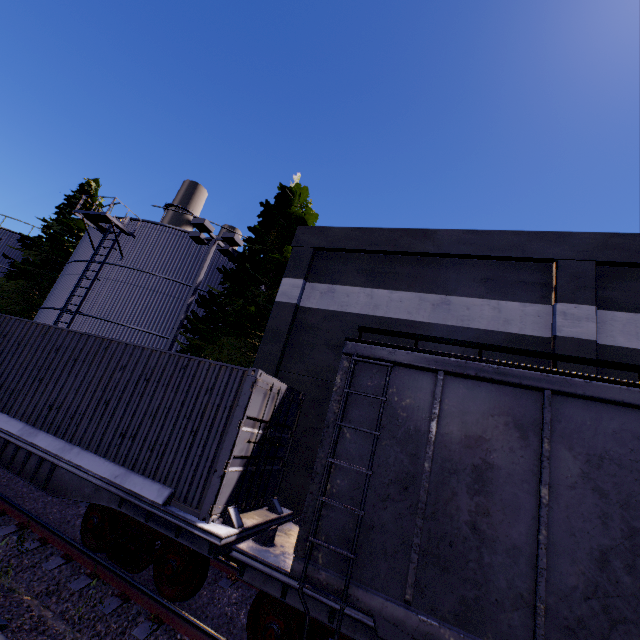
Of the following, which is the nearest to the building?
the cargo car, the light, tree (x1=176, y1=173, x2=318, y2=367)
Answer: tree (x1=176, y1=173, x2=318, y2=367)

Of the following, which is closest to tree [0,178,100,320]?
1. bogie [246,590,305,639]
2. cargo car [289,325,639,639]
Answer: cargo car [289,325,639,639]

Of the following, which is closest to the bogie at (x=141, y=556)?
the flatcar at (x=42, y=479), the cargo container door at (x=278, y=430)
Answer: the flatcar at (x=42, y=479)

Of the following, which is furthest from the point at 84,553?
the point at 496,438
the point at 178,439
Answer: the point at 496,438

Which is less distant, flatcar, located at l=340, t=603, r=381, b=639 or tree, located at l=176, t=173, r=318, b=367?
flatcar, located at l=340, t=603, r=381, b=639

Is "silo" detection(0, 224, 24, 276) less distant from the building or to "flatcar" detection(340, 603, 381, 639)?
the building

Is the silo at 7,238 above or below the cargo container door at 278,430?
above

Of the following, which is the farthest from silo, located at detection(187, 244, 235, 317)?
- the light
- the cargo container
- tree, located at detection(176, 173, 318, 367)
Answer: the light
